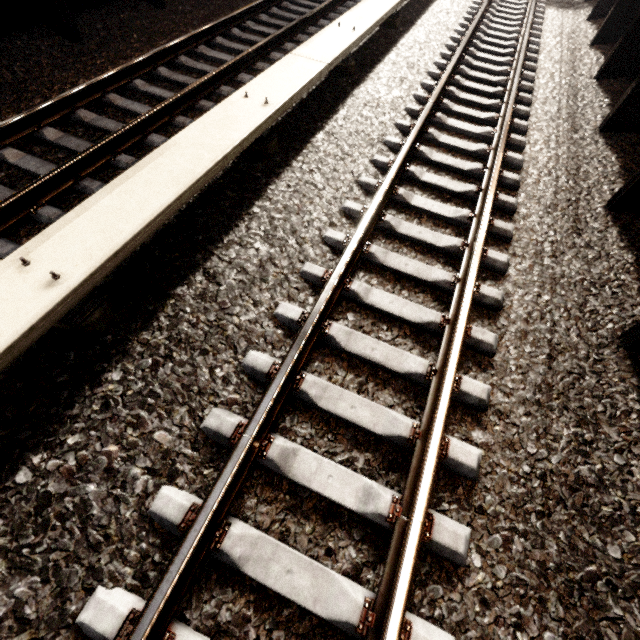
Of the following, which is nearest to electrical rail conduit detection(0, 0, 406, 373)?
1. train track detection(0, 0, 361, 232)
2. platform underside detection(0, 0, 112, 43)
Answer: train track detection(0, 0, 361, 232)

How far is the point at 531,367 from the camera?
2.6 meters

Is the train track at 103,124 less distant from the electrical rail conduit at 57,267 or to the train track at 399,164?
the electrical rail conduit at 57,267

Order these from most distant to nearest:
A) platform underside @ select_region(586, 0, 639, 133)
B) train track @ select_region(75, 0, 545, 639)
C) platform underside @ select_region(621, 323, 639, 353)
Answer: platform underside @ select_region(586, 0, 639, 133), platform underside @ select_region(621, 323, 639, 353), train track @ select_region(75, 0, 545, 639)

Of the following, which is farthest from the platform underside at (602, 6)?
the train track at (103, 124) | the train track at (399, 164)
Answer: the train track at (103, 124)

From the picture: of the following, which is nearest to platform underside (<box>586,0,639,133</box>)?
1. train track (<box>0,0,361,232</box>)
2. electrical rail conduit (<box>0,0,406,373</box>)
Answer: electrical rail conduit (<box>0,0,406,373</box>)

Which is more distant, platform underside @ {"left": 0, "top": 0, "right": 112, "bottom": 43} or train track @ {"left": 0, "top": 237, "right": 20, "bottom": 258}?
platform underside @ {"left": 0, "top": 0, "right": 112, "bottom": 43}

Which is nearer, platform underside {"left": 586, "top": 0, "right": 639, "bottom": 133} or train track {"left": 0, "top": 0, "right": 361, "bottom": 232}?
train track {"left": 0, "top": 0, "right": 361, "bottom": 232}
